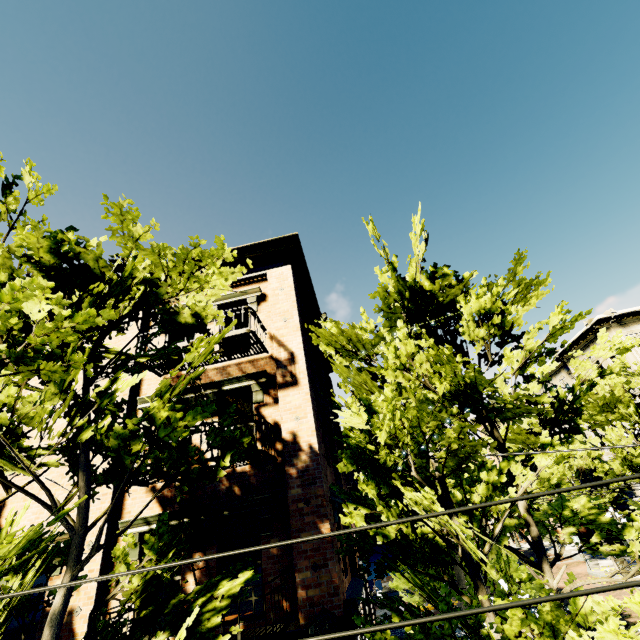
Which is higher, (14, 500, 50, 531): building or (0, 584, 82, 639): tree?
(14, 500, 50, 531): building

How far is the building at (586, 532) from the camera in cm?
2800

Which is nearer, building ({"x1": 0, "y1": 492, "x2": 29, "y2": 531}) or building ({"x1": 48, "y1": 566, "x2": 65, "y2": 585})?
building ({"x1": 48, "y1": 566, "x2": 65, "y2": 585})

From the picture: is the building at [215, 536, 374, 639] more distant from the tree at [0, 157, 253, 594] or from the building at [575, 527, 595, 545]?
the building at [575, 527, 595, 545]

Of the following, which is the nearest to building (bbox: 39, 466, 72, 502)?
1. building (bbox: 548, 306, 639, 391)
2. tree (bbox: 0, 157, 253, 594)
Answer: tree (bbox: 0, 157, 253, 594)

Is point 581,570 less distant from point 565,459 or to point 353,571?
point 353,571

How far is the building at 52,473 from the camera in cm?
825
